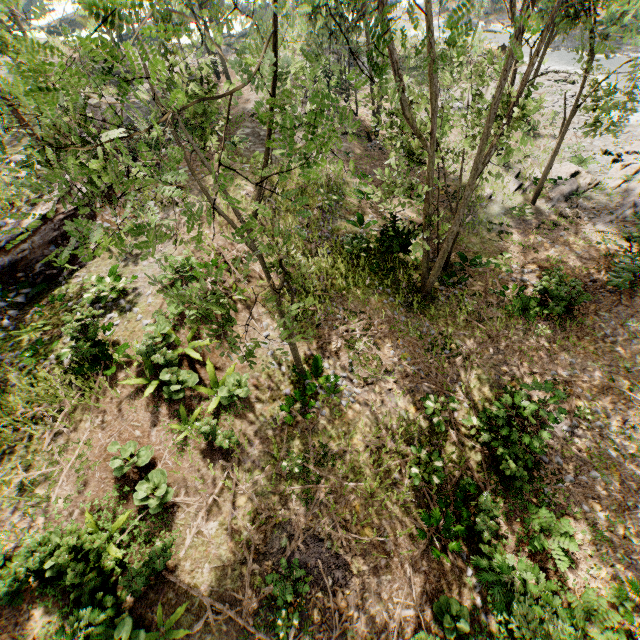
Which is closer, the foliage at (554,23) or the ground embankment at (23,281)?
the foliage at (554,23)

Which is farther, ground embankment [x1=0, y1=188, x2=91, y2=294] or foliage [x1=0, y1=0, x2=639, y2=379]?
ground embankment [x1=0, y1=188, x2=91, y2=294]

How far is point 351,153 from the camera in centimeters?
2102cm
